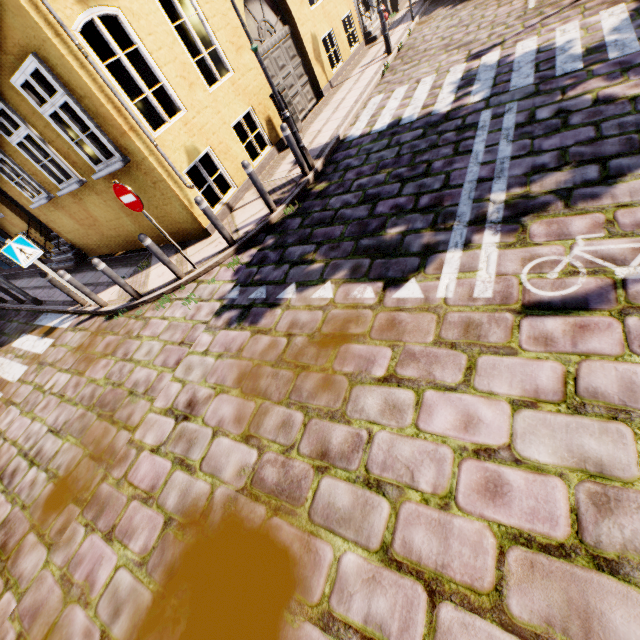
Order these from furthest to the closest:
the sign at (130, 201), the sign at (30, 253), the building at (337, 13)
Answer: the building at (337, 13), the sign at (30, 253), the sign at (130, 201)

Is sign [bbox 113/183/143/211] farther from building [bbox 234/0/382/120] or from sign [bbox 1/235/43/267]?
sign [bbox 1/235/43/267]

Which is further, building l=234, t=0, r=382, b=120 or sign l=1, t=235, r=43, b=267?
building l=234, t=0, r=382, b=120

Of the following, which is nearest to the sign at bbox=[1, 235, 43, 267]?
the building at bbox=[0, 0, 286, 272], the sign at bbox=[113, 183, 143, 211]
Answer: the building at bbox=[0, 0, 286, 272]

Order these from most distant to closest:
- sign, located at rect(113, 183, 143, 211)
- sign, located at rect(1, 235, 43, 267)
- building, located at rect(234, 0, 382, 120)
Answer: building, located at rect(234, 0, 382, 120) → sign, located at rect(1, 235, 43, 267) → sign, located at rect(113, 183, 143, 211)

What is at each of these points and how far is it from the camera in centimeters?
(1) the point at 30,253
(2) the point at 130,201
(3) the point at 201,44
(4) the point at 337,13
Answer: (1) sign, 684cm
(2) sign, 549cm
(3) building, 703cm
(4) building, 1148cm

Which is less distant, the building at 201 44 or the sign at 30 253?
the building at 201 44
